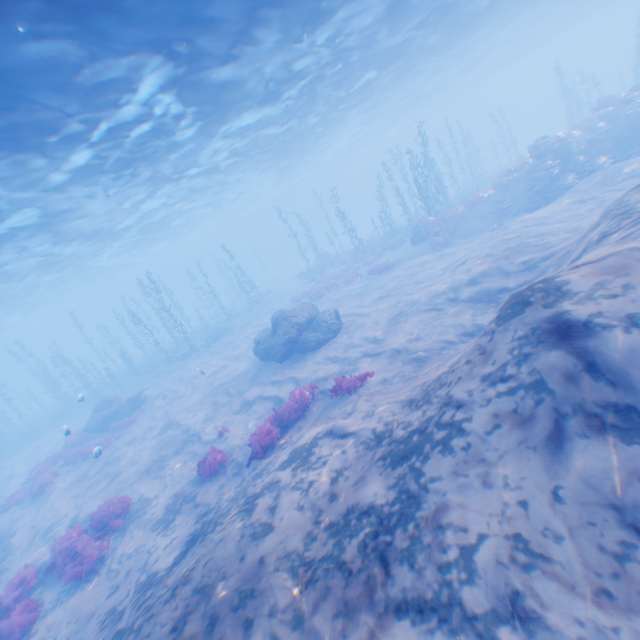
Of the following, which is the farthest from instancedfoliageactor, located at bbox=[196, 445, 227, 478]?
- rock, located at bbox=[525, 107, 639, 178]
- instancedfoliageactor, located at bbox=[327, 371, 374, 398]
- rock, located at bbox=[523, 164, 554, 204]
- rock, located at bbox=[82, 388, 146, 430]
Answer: rock, located at bbox=[525, 107, 639, 178]

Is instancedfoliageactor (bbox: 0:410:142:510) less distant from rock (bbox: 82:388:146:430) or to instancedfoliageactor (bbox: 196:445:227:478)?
rock (bbox: 82:388:146:430)

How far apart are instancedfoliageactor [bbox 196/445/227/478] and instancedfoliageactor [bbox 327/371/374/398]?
4.14m

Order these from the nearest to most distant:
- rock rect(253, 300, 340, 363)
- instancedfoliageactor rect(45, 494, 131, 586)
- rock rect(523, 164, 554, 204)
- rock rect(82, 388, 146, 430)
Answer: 1. instancedfoliageactor rect(45, 494, 131, 586)
2. rock rect(253, 300, 340, 363)
3. rock rect(523, 164, 554, 204)
4. rock rect(82, 388, 146, 430)

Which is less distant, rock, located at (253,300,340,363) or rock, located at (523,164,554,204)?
rock, located at (253,300,340,363)

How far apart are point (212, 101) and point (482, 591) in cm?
1929

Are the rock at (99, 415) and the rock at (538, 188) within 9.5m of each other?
no

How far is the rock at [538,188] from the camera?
18.4 meters
